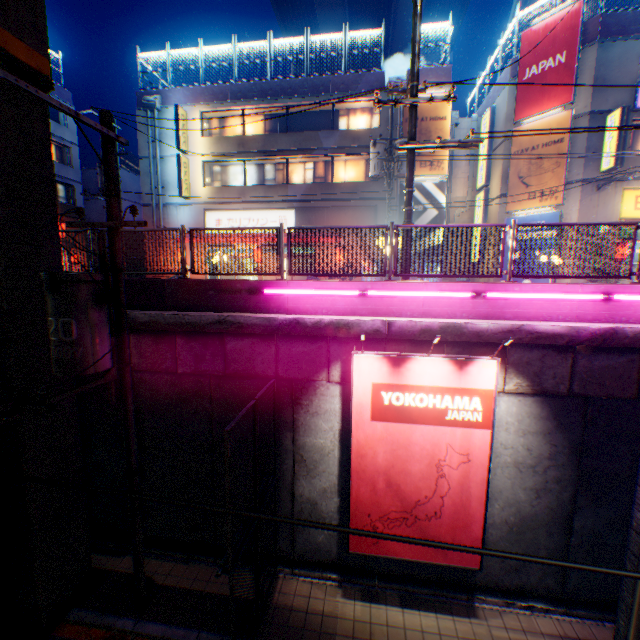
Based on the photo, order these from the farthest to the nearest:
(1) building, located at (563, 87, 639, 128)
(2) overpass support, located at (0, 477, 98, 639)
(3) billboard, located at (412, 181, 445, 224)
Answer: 1. (3) billboard, located at (412, 181, 445, 224)
2. (1) building, located at (563, 87, 639, 128)
3. (2) overpass support, located at (0, 477, 98, 639)

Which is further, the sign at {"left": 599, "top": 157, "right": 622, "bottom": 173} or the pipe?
the sign at {"left": 599, "top": 157, "right": 622, "bottom": 173}

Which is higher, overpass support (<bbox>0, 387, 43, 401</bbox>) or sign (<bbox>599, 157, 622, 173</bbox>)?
sign (<bbox>599, 157, 622, 173</bbox>)

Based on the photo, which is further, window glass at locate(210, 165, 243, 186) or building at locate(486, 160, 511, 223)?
window glass at locate(210, 165, 243, 186)

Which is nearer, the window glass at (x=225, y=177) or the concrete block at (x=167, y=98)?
the concrete block at (x=167, y=98)

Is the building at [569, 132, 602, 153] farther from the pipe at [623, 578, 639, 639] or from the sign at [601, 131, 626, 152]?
the pipe at [623, 578, 639, 639]

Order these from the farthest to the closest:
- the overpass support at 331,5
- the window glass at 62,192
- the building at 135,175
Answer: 1. the overpass support at 331,5
2. the window glass at 62,192
3. the building at 135,175

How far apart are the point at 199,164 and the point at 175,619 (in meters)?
21.97
